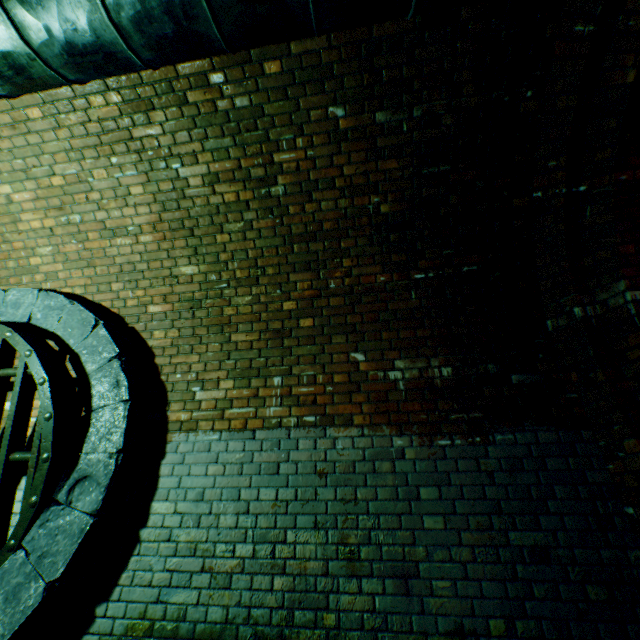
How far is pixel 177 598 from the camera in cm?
233

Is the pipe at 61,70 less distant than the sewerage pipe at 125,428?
Yes

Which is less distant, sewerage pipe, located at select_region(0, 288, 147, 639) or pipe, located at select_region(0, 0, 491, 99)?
pipe, located at select_region(0, 0, 491, 99)

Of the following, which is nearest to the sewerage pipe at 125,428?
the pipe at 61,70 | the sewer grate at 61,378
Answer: the sewer grate at 61,378

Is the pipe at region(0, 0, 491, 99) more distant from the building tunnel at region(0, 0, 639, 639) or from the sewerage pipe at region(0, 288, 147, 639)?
the sewerage pipe at region(0, 288, 147, 639)

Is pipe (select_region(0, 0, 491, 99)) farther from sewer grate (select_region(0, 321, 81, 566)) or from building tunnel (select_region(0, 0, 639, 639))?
sewer grate (select_region(0, 321, 81, 566))

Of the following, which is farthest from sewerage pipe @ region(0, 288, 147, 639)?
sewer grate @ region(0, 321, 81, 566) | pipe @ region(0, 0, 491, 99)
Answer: pipe @ region(0, 0, 491, 99)
